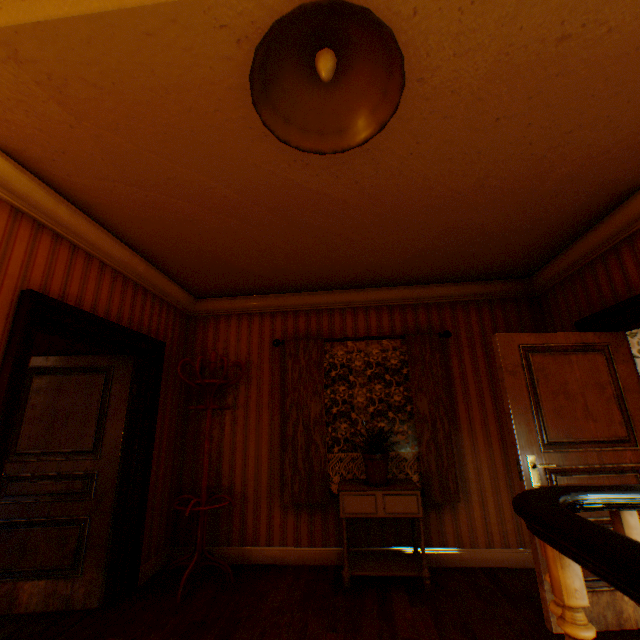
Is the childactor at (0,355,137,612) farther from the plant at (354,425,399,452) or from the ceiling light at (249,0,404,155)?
the ceiling light at (249,0,404,155)

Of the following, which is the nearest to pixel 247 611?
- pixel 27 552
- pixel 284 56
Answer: pixel 27 552

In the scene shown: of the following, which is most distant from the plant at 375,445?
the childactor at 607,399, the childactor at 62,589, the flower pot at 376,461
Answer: the childactor at 62,589

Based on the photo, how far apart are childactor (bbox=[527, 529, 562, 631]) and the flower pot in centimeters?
114cm

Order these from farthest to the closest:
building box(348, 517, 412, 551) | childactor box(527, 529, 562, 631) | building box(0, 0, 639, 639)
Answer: building box(348, 517, 412, 551) < childactor box(527, 529, 562, 631) < building box(0, 0, 639, 639)

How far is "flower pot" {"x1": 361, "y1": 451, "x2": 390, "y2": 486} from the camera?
3.2m

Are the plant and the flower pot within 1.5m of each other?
yes

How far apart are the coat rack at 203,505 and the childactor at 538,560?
2.67m
